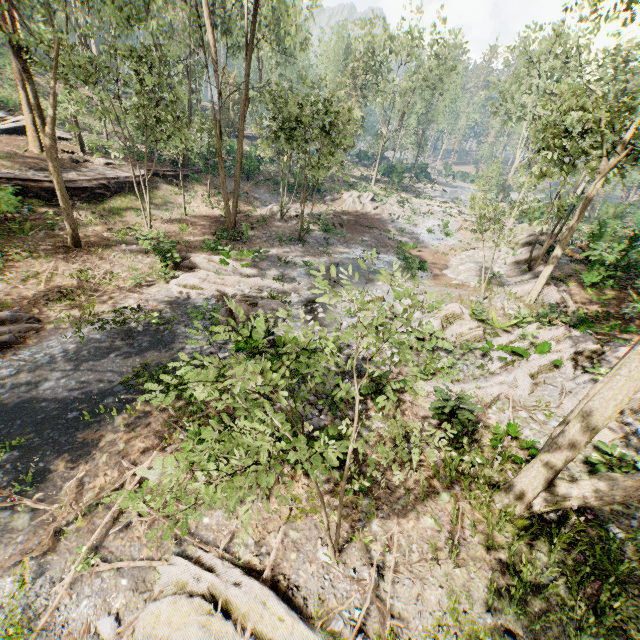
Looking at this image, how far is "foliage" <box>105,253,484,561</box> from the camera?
2.49m

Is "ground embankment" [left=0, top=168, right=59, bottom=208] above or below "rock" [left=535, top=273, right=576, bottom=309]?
below

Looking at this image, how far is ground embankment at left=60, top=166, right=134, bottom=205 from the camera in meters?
21.2

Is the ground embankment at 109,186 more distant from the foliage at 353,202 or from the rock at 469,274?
the rock at 469,274

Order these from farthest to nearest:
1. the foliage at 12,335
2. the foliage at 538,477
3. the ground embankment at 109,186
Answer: the ground embankment at 109,186
the foliage at 12,335
the foliage at 538,477

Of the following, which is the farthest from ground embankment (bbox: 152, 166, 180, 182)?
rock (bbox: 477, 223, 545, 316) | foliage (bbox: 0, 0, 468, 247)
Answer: rock (bbox: 477, 223, 545, 316)

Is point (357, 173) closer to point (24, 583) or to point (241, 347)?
point (241, 347)

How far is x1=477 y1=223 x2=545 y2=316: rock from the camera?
16.5 meters
